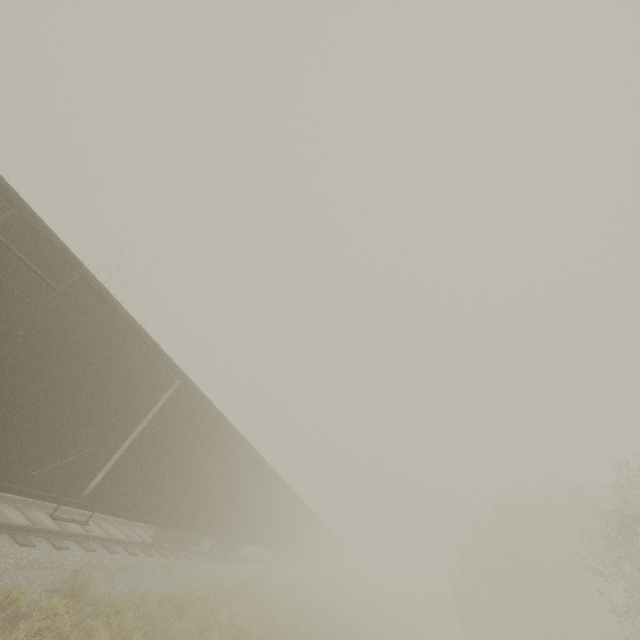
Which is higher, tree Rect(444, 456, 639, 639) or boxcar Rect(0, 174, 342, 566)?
tree Rect(444, 456, 639, 639)

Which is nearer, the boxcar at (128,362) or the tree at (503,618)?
the boxcar at (128,362)

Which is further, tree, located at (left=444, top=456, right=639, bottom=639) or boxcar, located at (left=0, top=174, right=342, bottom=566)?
tree, located at (left=444, top=456, right=639, bottom=639)

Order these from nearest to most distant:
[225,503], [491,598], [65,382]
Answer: [65,382] < [225,503] < [491,598]

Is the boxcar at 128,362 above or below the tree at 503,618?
below
